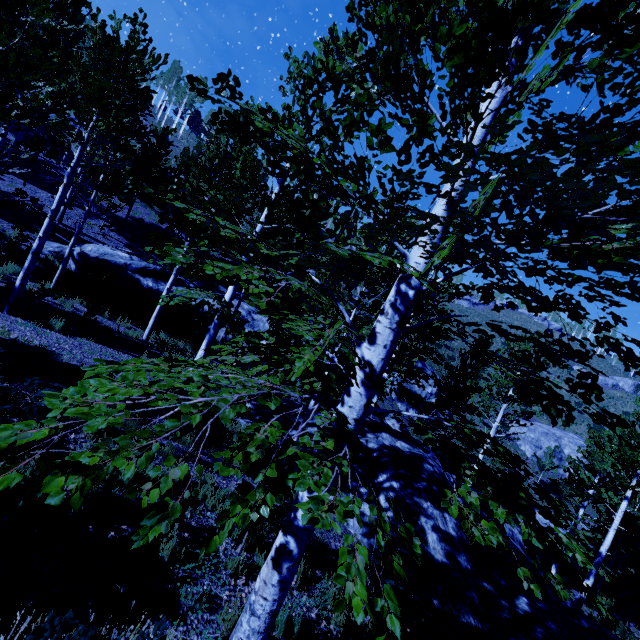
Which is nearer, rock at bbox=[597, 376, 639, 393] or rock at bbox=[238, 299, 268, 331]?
rock at bbox=[238, 299, 268, 331]

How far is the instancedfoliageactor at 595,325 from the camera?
2.3 meters

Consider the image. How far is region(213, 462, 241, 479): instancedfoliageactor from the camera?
1.46m

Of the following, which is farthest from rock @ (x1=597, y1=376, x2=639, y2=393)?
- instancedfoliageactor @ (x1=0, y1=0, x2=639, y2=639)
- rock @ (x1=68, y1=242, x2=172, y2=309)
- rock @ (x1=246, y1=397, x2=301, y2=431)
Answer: rock @ (x1=246, y1=397, x2=301, y2=431)

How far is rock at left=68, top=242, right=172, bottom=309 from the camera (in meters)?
15.02

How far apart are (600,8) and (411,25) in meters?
1.1

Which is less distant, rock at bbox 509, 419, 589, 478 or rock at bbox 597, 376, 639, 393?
rock at bbox 509, 419, 589, 478

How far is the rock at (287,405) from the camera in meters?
11.5
